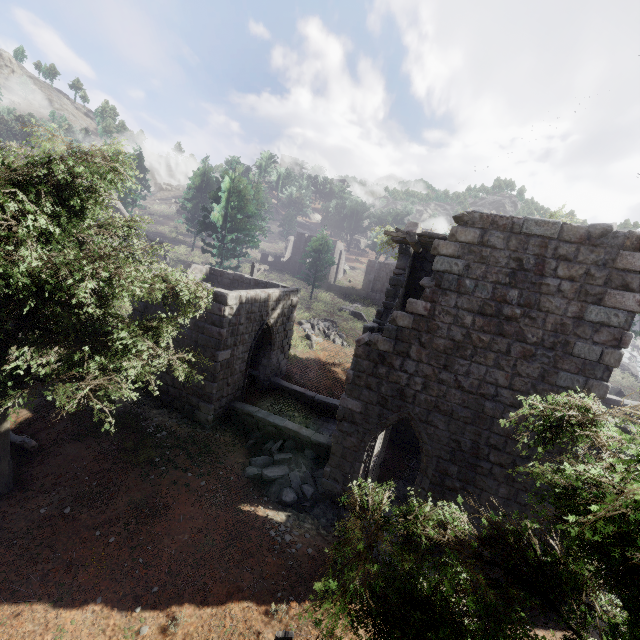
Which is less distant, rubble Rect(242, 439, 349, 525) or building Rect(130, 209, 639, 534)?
building Rect(130, 209, 639, 534)

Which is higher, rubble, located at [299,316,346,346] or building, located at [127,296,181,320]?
building, located at [127,296,181,320]

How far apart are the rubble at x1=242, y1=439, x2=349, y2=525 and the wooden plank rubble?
7.5 meters

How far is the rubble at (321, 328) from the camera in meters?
25.2

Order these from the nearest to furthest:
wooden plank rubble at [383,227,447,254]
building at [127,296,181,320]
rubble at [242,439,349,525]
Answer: wooden plank rubble at [383,227,447,254] < rubble at [242,439,349,525] < building at [127,296,181,320]

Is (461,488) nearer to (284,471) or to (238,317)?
(284,471)

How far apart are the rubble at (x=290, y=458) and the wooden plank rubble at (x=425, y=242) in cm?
754

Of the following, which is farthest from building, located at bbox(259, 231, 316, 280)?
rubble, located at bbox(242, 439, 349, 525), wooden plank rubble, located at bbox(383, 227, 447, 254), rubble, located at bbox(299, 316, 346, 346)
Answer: wooden plank rubble, located at bbox(383, 227, 447, 254)
